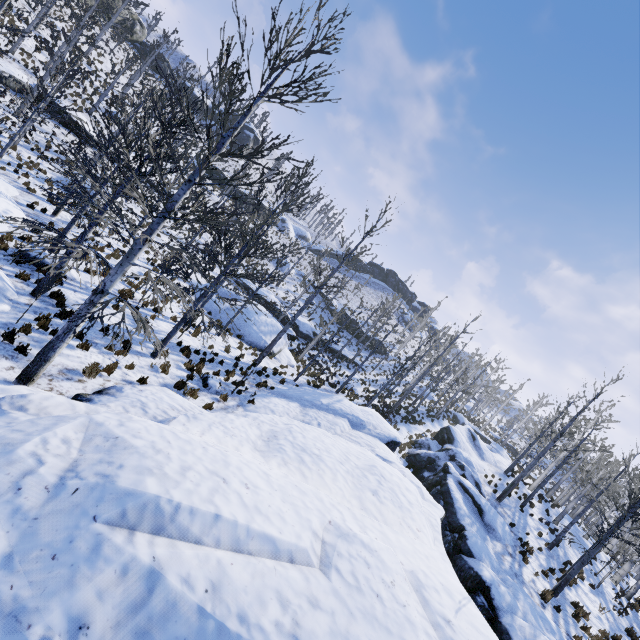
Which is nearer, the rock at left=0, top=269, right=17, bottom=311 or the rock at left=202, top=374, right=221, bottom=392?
the rock at left=0, top=269, right=17, bottom=311

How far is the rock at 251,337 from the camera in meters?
22.1 m

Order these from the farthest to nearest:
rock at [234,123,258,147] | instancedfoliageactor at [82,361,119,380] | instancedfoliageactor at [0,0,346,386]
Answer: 1. rock at [234,123,258,147]
2. instancedfoliageactor at [82,361,119,380]
3. instancedfoliageactor at [0,0,346,386]

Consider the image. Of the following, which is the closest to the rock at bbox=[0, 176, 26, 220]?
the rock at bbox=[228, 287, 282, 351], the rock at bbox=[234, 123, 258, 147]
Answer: the rock at bbox=[228, 287, 282, 351]

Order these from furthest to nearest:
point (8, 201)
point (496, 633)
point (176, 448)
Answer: point (8, 201)
point (496, 633)
point (176, 448)

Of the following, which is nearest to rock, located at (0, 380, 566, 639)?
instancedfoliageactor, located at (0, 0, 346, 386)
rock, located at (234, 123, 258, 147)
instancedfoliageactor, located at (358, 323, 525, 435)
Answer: instancedfoliageactor, located at (0, 0, 346, 386)

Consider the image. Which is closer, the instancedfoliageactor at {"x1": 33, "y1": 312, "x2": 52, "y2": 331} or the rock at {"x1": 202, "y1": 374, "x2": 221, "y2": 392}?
the instancedfoliageactor at {"x1": 33, "y1": 312, "x2": 52, "y2": 331}

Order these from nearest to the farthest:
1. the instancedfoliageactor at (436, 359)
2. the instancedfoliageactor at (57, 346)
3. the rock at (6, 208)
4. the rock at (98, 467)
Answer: the rock at (98, 467), the instancedfoliageactor at (57, 346), the rock at (6, 208), the instancedfoliageactor at (436, 359)
